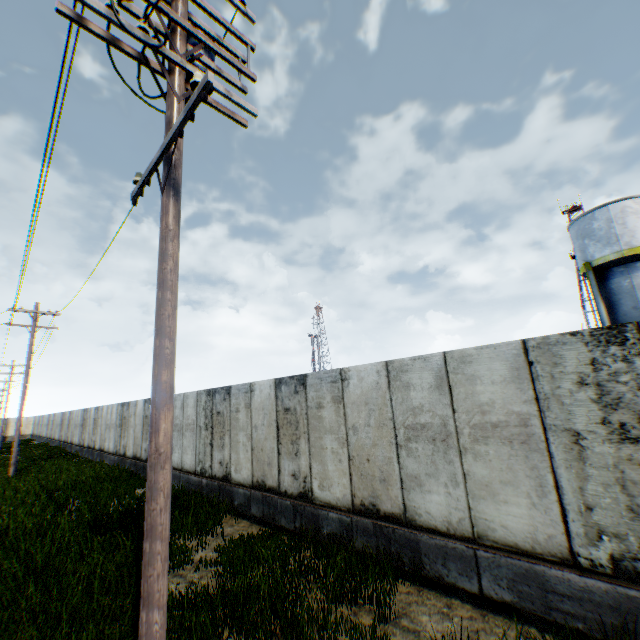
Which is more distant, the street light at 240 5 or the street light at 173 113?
the street light at 240 5

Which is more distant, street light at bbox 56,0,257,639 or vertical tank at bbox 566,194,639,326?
vertical tank at bbox 566,194,639,326

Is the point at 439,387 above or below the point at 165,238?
below

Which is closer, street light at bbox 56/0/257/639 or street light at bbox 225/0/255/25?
street light at bbox 56/0/257/639

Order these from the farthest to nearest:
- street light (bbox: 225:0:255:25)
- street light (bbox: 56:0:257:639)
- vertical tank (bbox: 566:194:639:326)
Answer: vertical tank (bbox: 566:194:639:326) < street light (bbox: 225:0:255:25) < street light (bbox: 56:0:257:639)

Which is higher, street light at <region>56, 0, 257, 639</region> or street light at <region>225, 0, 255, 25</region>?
street light at <region>225, 0, 255, 25</region>

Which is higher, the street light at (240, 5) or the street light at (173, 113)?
the street light at (240, 5)
